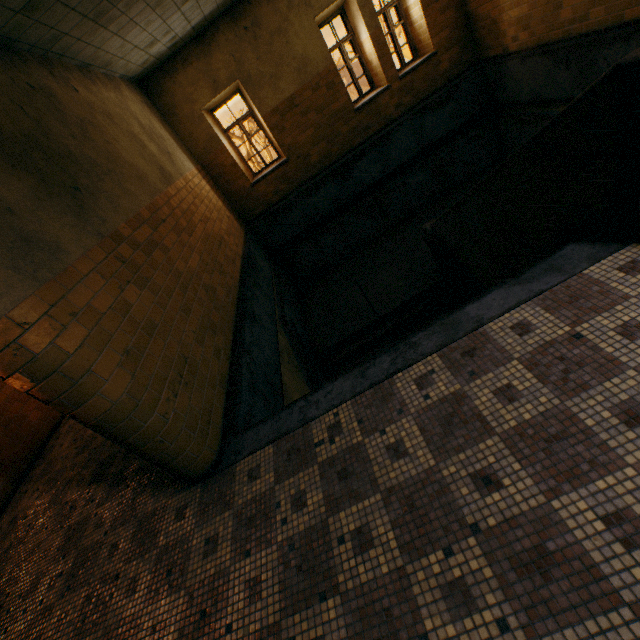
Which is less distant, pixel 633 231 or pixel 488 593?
pixel 488 593
